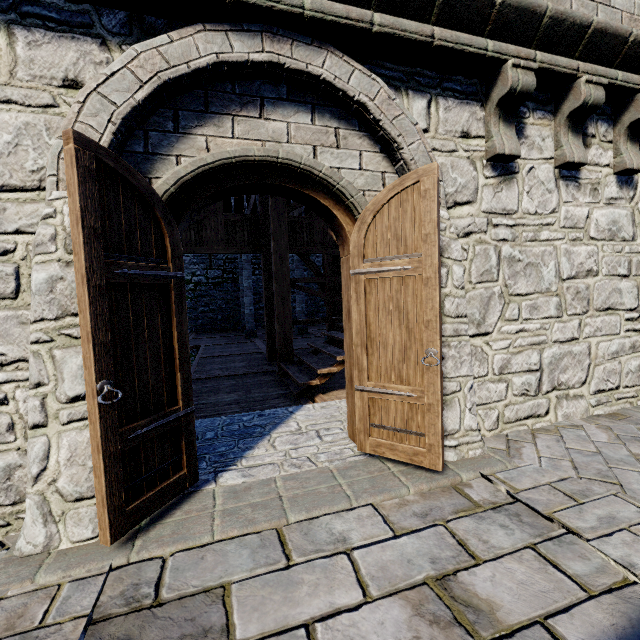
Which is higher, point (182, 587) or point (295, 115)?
point (295, 115)

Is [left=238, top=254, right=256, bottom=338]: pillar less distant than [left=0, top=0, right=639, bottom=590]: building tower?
No

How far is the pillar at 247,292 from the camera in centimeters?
1459cm

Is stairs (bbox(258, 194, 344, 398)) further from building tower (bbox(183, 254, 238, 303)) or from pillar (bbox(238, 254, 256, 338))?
pillar (bbox(238, 254, 256, 338))

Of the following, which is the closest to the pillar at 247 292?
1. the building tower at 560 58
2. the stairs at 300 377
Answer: the building tower at 560 58

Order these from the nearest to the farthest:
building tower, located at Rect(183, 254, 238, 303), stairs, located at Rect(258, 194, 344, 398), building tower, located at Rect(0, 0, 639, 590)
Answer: building tower, located at Rect(0, 0, 639, 590) < stairs, located at Rect(258, 194, 344, 398) < building tower, located at Rect(183, 254, 238, 303)

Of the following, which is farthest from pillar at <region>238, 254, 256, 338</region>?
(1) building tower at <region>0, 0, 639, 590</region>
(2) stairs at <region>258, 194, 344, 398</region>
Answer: (2) stairs at <region>258, 194, 344, 398</region>
